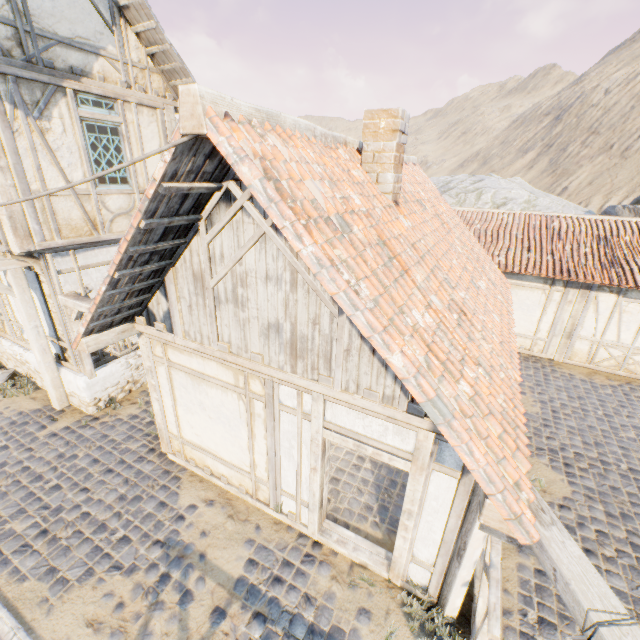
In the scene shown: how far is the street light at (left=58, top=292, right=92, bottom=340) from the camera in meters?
6.5 m

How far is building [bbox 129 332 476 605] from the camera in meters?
3.9

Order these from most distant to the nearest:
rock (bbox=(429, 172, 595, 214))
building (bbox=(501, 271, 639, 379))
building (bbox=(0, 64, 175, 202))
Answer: rock (bbox=(429, 172, 595, 214)) < building (bbox=(501, 271, 639, 379)) < building (bbox=(0, 64, 175, 202))

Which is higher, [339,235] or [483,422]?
[339,235]

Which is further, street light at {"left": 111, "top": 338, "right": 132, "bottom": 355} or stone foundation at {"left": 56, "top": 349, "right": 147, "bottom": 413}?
stone foundation at {"left": 56, "top": 349, "right": 147, "bottom": 413}

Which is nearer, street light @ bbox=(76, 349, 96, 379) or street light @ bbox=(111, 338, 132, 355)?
street light @ bbox=(111, 338, 132, 355)

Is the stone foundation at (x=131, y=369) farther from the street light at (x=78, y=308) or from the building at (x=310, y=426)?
the building at (x=310, y=426)

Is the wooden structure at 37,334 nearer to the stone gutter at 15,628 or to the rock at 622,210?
the stone gutter at 15,628
